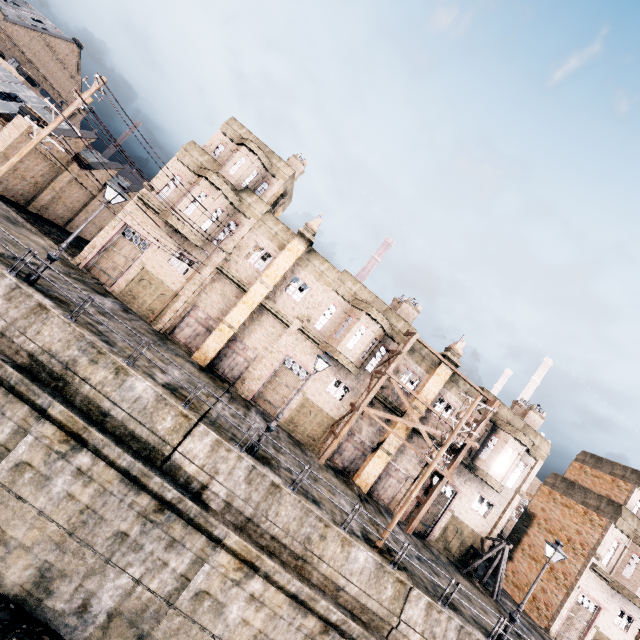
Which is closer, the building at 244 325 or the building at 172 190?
the building at 172 190

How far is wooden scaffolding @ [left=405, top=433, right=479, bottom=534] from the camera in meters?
23.3

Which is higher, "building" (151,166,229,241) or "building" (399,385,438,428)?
"building" (151,166,229,241)

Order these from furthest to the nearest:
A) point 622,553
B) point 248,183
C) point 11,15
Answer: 1. point 11,15
2. point 622,553
3. point 248,183

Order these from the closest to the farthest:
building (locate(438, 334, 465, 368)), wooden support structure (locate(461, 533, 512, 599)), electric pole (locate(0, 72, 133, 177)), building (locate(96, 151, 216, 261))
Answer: electric pole (locate(0, 72, 133, 177)) → building (locate(96, 151, 216, 261)) → wooden support structure (locate(461, 533, 512, 599)) → building (locate(438, 334, 465, 368))

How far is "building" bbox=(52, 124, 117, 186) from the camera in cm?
2734

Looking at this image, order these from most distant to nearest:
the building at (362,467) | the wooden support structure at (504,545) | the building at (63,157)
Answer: the building at (63,157), the building at (362,467), the wooden support structure at (504,545)

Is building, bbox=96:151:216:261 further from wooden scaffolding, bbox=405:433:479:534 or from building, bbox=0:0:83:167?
building, bbox=0:0:83:167
